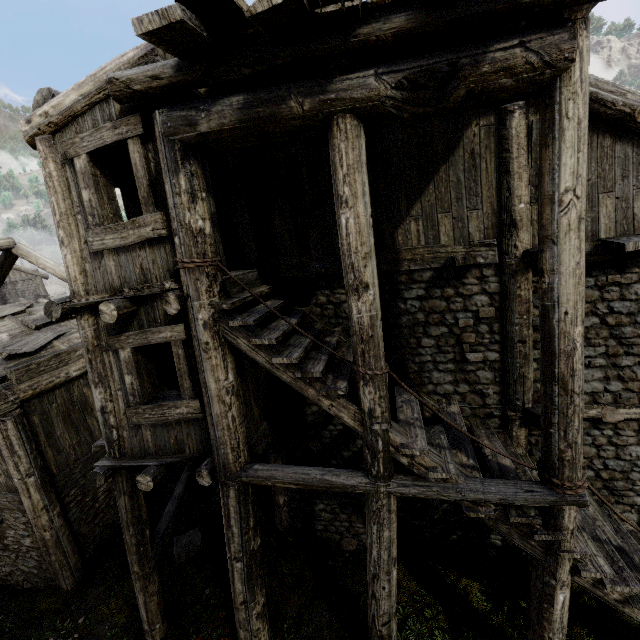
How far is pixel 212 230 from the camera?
4.53m
